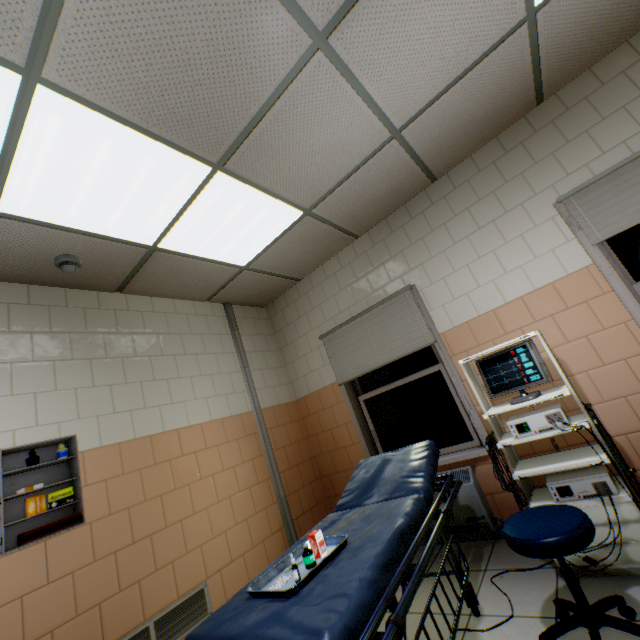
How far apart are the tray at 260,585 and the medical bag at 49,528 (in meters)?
1.43

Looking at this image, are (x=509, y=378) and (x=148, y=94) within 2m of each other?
no

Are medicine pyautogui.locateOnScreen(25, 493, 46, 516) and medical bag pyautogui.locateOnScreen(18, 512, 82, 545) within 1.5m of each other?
yes

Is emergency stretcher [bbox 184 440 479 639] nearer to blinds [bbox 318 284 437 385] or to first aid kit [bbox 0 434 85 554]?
blinds [bbox 318 284 437 385]

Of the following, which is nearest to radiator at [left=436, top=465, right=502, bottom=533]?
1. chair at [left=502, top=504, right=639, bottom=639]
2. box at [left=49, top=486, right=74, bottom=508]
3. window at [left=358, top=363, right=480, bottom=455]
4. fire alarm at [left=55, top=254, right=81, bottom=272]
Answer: window at [left=358, top=363, right=480, bottom=455]

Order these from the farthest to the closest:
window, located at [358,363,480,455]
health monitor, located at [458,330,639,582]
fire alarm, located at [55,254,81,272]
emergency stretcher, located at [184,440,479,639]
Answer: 1. window, located at [358,363,480,455]
2. fire alarm, located at [55,254,81,272]
3. health monitor, located at [458,330,639,582]
4. emergency stretcher, located at [184,440,479,639]

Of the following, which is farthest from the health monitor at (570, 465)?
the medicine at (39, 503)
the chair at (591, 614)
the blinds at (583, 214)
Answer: the medicine at (39, 503)

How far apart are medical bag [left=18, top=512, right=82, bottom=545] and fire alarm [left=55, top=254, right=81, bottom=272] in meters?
1.8 m
